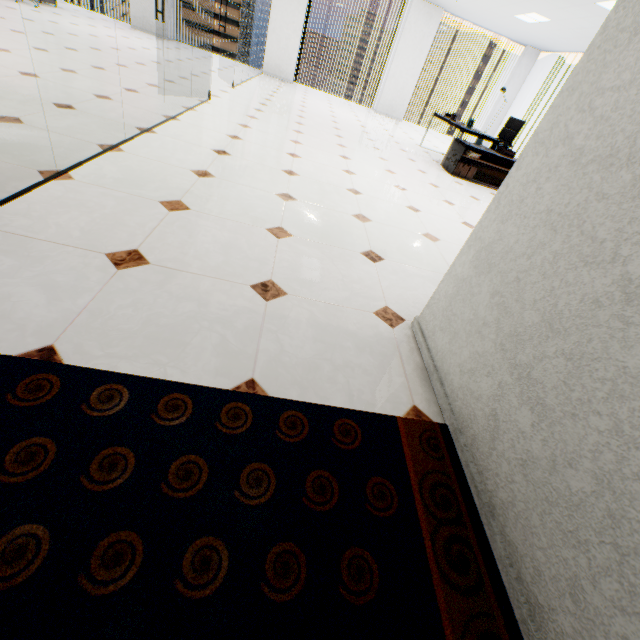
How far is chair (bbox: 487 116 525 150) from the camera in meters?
6.9

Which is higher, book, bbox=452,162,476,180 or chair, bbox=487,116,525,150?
chair, bbox=487,116,525,150

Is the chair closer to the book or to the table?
the table

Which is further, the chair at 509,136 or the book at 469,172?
the chair at 509,136

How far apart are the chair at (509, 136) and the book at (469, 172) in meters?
1.2 m

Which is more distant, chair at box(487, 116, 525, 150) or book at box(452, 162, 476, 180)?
chair at box(487, 116, 525, 150)

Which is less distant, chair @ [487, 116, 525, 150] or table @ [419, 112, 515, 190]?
table @ [419, 112, 515, 190]

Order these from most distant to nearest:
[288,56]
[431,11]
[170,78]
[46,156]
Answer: [288,56]
[431,11]
[170,78]
[46,156]
